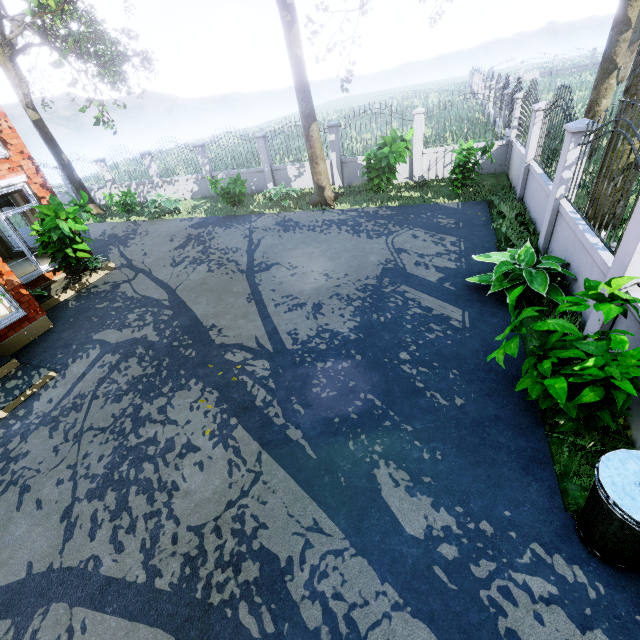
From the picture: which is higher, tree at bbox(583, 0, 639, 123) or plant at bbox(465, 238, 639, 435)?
tree at bbox(583, 0, 639, 123)

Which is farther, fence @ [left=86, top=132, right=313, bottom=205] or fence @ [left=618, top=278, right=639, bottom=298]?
fence @ [left=86, top=132, right=313, bottom=205]

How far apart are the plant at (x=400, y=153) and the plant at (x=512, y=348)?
7.69m

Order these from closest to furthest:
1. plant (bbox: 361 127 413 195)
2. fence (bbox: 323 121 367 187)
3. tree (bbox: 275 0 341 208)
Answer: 1. tree (bbox: 275 0 341 208)
2. plant (bbox: 361 127 413 195)
3. fence (bbox: 323 121 367 187)

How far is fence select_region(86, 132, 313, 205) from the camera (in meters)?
14.38

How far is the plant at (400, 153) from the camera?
10.1m

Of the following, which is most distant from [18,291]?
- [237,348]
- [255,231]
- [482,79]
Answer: [482,79]

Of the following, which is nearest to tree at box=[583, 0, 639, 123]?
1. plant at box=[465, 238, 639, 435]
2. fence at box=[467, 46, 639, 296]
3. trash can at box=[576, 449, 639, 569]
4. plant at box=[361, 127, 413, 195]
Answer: fence at box=[467, 46, 639, 296]
